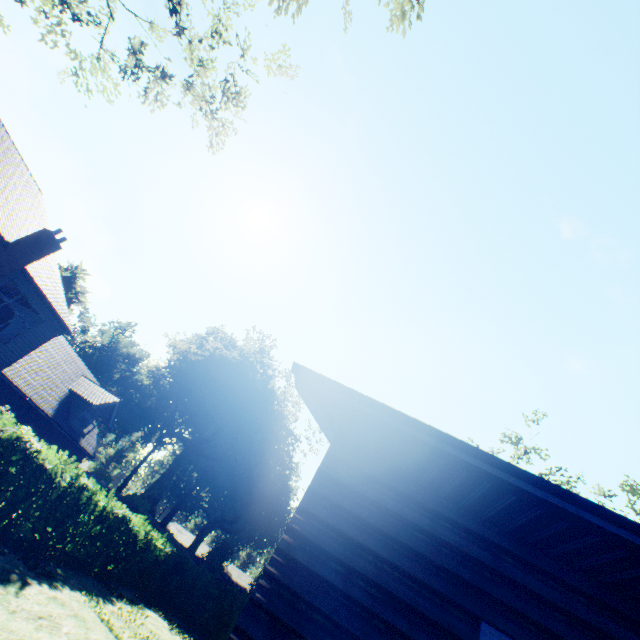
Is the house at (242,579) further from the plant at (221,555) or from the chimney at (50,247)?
the chimney at (50,247)

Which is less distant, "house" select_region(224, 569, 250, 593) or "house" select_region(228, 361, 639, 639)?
"house" select_region(228, 361, 639, 639)

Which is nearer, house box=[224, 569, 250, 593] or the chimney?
the chimney

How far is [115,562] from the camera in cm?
1491

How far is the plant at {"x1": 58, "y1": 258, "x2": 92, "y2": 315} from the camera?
50.0m

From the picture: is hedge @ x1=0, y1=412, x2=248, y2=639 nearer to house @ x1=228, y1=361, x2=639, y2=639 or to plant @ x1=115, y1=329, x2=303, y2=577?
house @ x1=228, y1=361, x2=639, y2=639

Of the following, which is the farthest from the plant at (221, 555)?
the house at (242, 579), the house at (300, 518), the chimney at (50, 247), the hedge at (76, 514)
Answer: the house at (300, 518)

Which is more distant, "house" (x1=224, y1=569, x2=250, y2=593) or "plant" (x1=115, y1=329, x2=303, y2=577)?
"house" (x1=224, y1=569, x2=250, y2=593)
